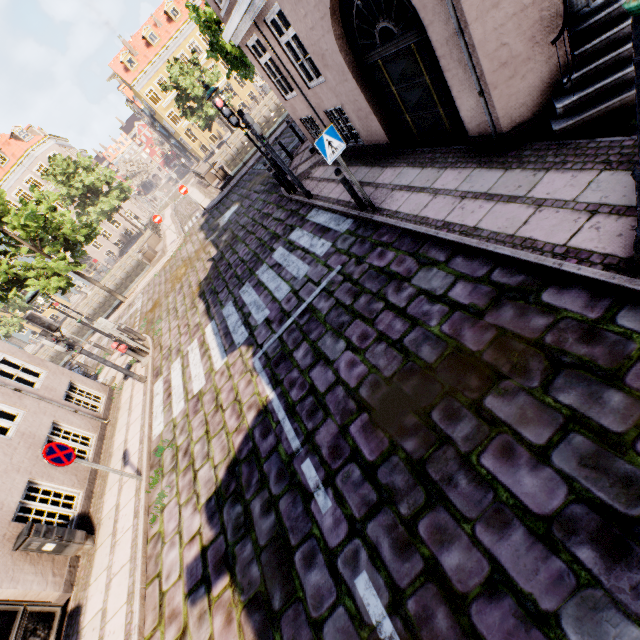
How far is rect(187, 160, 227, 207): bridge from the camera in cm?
2173

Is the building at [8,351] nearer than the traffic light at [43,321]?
Yes

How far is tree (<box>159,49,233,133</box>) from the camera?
33.0m

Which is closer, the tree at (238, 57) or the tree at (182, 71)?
the tree at (238, 57)

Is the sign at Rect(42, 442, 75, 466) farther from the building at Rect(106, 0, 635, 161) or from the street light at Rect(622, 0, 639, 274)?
the street light at Rect(622, 0, 639, 274)

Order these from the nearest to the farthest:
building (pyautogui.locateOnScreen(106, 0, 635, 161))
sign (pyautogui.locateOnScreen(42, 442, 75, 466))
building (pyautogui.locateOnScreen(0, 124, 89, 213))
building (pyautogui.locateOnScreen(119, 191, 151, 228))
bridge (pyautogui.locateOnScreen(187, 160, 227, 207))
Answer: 1. building (pyautogui.locateOnScreen(106, 0, 635, 161))
2. sign (pyautogui.locateOnScreen(42, 442, 75, 466))
3. bridge (pyautogui.locateOnScreen(187, 160, 227, 207))
4. building (pyautogui.locateOnScreen(0, 124, 89, 213))
5. building (pyautogui.locateOnScreen(119, 191, 151, 228))

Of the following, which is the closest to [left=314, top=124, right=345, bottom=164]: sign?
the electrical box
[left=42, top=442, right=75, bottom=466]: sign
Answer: [left=42, top=442, right=75, bottom=466]: sign

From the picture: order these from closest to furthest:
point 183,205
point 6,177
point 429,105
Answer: point 429,105, point 183,205, point 6,177
